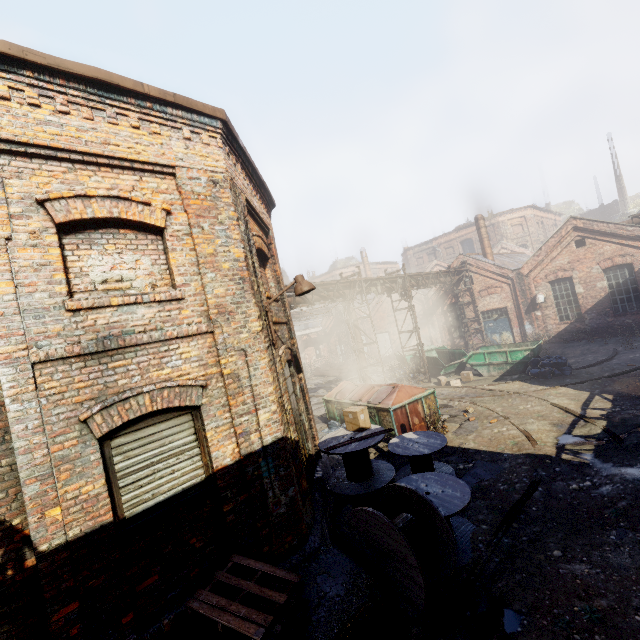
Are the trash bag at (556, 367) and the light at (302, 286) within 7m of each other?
no

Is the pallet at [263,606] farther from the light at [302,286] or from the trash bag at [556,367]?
the trash bag at [556,367]

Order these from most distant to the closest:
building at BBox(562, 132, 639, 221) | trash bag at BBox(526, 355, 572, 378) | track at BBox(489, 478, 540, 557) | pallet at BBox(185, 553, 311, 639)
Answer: building at BBox(562, 132, 639, 221), trash bag at BBox(526, 355, 572, 378), track at BBox(489, 478, 540, 557), pallet at BBox(185, 553, 311, 639)

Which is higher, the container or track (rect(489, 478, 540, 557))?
the container

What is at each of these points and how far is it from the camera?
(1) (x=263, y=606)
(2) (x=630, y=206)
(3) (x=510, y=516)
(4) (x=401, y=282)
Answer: (1) pallet, 3.9m
(2) building, 39.9m
(3) track, 6.3m
(4) pipe, 18.2m

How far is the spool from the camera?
4.65m

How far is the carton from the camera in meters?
7.4 m

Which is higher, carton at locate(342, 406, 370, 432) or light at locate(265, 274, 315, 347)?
light at locate(265, 274, 315, 347)
